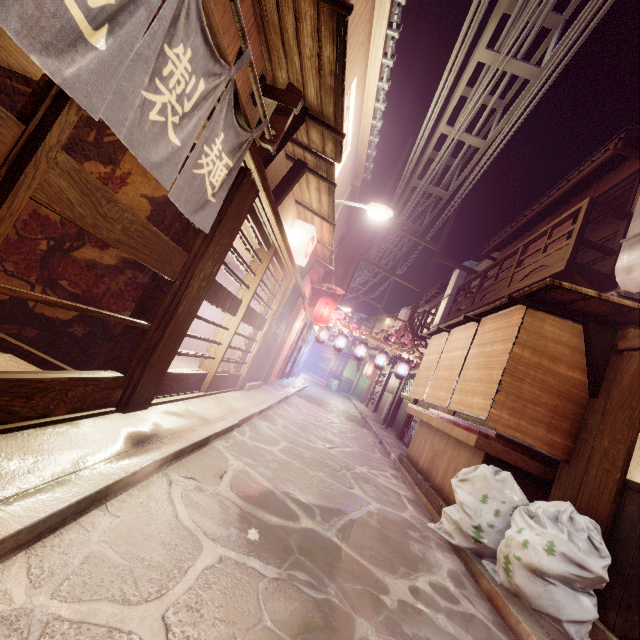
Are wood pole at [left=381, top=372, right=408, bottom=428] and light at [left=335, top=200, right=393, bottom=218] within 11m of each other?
no

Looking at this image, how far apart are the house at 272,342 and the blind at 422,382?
6.8m

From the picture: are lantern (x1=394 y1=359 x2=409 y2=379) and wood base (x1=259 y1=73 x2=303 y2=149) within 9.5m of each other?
no

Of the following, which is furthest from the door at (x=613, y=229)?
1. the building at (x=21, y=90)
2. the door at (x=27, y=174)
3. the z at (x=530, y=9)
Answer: the building at (x=21, y=90)

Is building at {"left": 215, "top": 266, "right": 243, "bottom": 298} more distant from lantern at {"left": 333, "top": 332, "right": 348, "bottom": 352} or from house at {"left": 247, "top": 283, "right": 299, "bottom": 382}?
lantern at {"left": 333, "top": 332, "right": 348, "bottom": 352}

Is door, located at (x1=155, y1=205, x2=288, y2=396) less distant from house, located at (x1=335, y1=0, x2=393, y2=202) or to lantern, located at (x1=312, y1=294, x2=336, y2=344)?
house, located at (x1=335, y1=0, x2=393, y2=202)

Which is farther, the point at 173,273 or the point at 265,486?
the point at 265,486

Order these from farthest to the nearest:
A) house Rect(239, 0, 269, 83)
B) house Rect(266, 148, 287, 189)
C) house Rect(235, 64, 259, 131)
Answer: house Rect(266, 148, 287, 189) → house Rect(235, 64, 259, 131) → house Rect(239, 0, 269, 83)
